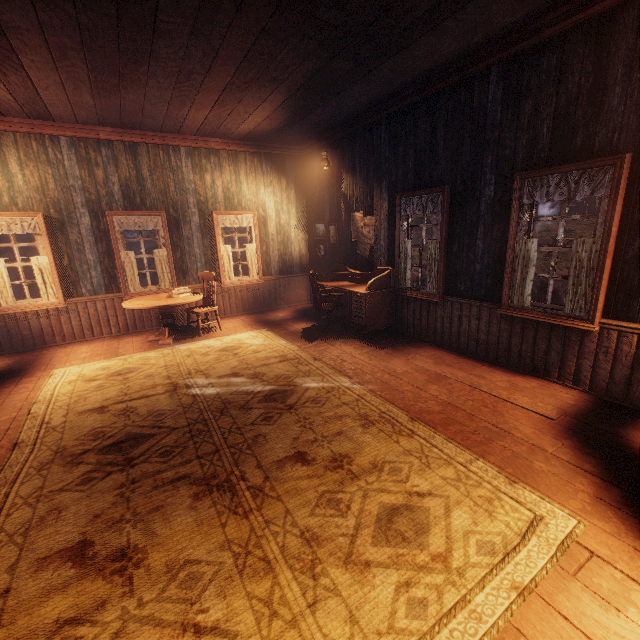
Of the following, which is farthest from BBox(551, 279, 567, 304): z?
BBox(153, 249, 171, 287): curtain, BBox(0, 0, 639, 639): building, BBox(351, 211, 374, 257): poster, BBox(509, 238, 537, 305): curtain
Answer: BBox(153, 249, 171, 287): curtain

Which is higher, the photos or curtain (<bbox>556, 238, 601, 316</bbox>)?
the photos

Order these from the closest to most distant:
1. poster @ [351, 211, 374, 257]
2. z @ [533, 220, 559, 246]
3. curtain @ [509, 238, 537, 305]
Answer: curtain @ [509, 238, 537, 305] < poster @ [351, 211, 374, 257] < z @ [533, 220, 559, 246]

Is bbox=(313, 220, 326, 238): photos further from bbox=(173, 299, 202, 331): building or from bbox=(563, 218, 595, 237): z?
bbox=(563, 218, 595, 237): z

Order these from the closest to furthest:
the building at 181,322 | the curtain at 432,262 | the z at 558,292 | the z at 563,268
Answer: the curtain at 432,262, the building at 181,322, the z at 558,292, the z at 563,268

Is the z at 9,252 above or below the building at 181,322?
above

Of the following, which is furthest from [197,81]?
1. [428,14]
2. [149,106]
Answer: [428,14]

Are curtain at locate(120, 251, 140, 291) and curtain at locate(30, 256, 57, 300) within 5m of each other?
yes
